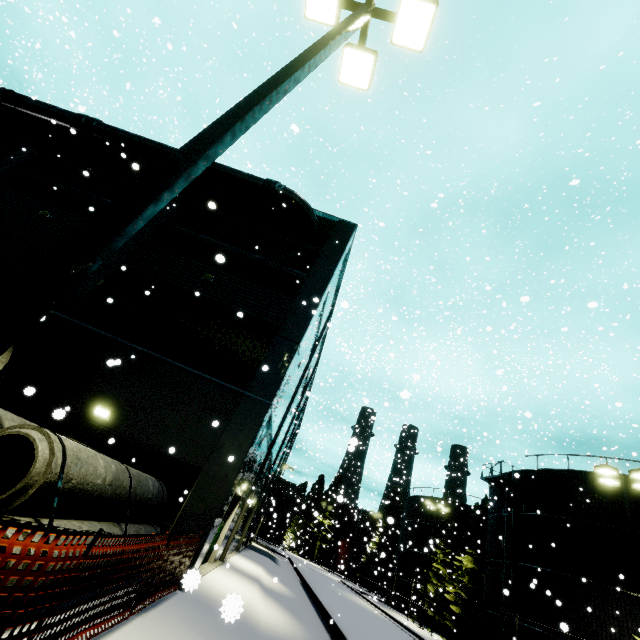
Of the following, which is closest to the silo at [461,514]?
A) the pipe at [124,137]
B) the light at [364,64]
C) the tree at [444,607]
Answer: the tree at [444,607]

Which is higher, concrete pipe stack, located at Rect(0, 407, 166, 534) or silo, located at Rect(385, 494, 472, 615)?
silo, located at Rect(385, 494, 472, 615)

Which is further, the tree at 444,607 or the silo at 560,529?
the tree at 444,607

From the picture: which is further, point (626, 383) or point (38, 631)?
point (626, 383)

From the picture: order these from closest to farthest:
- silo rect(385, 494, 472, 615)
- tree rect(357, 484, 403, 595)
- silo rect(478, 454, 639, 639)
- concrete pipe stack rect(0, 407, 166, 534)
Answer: concrete pipe stack rect(0, 407, 166, 534)
silo rect(478, 454, 639, 639)
silo rect(385, 494, 472, 615)
tree rect(357, 484, 403, 595)

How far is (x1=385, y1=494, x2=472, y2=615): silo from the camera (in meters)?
35.28

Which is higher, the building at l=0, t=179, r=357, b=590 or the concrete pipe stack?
the building at l=0, t=179, r=357, b=590

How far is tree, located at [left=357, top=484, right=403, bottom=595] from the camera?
43.8m
